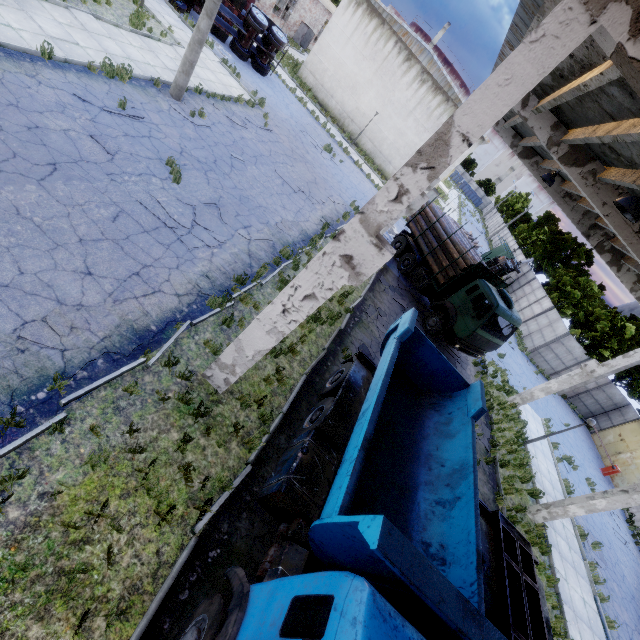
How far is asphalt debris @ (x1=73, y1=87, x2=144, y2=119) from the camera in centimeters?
950cm

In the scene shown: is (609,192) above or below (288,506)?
A: above

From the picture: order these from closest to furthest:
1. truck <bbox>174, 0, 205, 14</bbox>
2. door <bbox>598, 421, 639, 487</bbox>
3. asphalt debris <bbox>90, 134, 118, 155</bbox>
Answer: asphalt debris <bbox>90, 134, 118, 155</bbox> < truck <bbox>174, 0, 205, 14</bbox> < door <bbox>598, 421, 639, 487</bbox>

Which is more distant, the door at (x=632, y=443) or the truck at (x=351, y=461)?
the door at (x=632, y=443)

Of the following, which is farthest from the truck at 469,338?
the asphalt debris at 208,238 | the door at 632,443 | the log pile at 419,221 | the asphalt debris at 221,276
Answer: the door at 632,443

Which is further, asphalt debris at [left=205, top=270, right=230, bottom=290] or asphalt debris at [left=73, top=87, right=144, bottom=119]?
asphalt debris at [left=73, top=87, right=144, bottom=119]

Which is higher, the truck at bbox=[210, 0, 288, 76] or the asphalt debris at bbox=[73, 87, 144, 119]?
the truck at bbox=[210, 0, 288, 76]

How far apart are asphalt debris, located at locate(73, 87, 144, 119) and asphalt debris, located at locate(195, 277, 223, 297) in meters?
6.2
